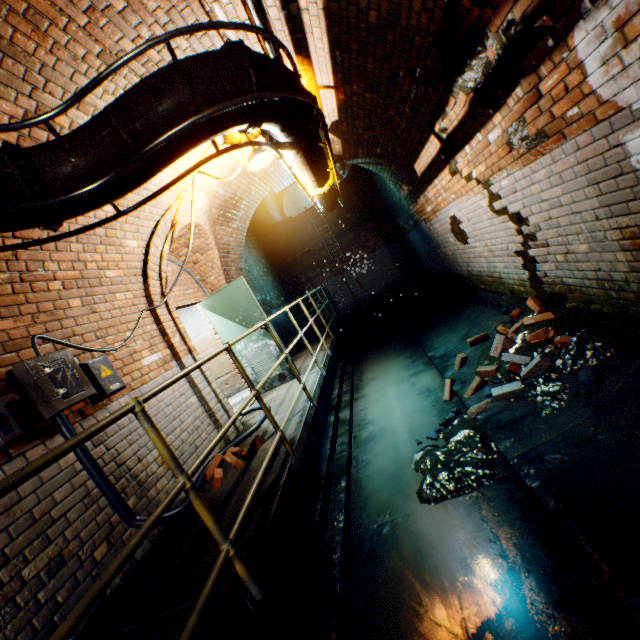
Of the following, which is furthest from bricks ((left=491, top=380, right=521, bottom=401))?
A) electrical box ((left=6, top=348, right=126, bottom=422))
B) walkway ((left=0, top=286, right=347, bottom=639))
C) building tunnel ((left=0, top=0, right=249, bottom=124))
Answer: electrical box ((left=6, top=348, right=126, bottom=422))

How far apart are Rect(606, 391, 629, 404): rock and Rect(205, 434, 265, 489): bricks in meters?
3.2 m

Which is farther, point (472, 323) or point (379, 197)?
point (379, 197)

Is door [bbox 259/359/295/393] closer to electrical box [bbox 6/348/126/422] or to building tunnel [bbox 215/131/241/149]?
building tunnel [bbox 215/131/241/149]

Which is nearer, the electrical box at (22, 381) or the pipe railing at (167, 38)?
the pipe railing at (167, 38)

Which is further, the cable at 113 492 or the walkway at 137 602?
the cable at 113 492

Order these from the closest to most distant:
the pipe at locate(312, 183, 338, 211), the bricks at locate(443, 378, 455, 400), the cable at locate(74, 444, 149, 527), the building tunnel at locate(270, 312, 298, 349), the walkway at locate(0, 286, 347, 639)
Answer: the walkway at locate(0, 286, 347, 639) → the cable at locate(74, 444, 149, 527) → the bricks at locate(443, 378, 455, 400) → the pipe at locate(312, 183, 338, 211) → the building tunnel at locate(270, 312, 298, 349)

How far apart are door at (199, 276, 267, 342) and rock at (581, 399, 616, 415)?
4.22m
